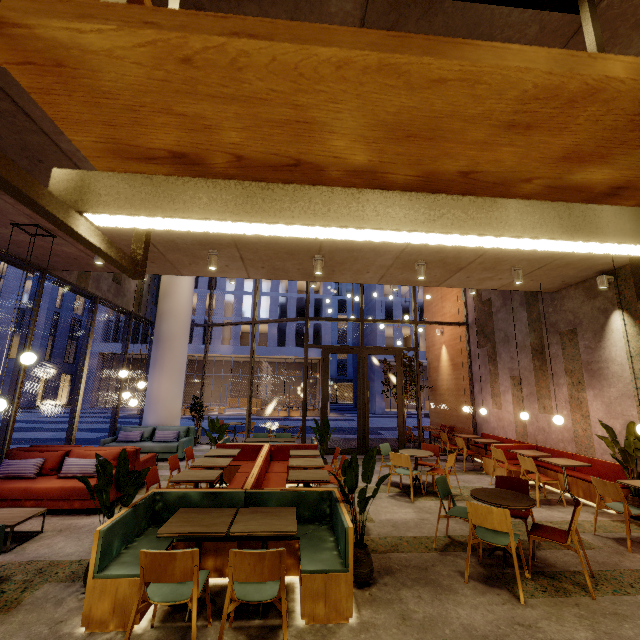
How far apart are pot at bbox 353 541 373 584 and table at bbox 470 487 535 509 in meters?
1.6

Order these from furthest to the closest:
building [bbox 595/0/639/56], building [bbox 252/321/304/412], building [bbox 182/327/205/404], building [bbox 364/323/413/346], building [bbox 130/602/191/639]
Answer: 1. building [bbox 364/323/413/346]
2. building [bbox 252/321/304/412]
3. building [bbox 182/327/205/404]
4. building [bbox 130/602/191/639]
5. building [bbox 595/0/639/56]

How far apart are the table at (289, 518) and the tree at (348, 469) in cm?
58

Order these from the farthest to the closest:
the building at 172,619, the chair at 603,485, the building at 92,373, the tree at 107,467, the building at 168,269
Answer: the building at 92,373, the building at 168,269, the chair at 603,485, the tree at 107,467, the building at 172,619

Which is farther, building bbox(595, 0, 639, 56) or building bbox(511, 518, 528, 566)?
building bbox(511, 518, 528, 566)

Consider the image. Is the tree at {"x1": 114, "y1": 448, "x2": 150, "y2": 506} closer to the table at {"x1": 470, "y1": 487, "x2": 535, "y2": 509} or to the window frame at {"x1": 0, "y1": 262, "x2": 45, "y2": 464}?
the window frame at {"x1": 0, "y1": 262, "x2": 45, "y2": 464}

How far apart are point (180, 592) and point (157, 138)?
3.4 meters

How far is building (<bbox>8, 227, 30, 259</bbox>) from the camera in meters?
5.4
